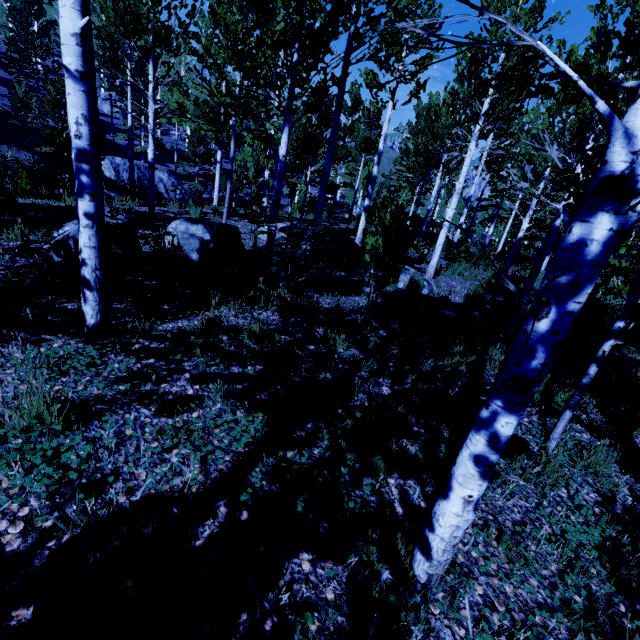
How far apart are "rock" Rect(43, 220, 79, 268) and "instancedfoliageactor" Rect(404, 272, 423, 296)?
5.76m

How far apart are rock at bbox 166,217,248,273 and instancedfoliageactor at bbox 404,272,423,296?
3.9 meters

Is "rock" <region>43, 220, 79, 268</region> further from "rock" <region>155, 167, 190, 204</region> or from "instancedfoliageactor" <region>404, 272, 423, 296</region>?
"rock" <region>155, 167, 190, 204</region>

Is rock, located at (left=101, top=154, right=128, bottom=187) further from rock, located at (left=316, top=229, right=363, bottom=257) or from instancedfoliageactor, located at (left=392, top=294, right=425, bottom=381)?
rock, located at (left=316, top=229, right=363, bottom=257)

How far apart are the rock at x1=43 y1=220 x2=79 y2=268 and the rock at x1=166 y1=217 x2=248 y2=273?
0.5 meters

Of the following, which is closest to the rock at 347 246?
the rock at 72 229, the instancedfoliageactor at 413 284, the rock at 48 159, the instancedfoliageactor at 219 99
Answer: the instancedfoliageactor at 219 99

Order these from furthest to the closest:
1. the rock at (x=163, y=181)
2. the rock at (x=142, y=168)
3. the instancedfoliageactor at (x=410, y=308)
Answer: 1. the rock at (x=163, y=181)
2. the rock at (x=142, y=168)
3. the instancedfoliageactor at (x=410, y=308)

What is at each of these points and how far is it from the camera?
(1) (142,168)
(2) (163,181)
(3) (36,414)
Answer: (1) rock, 20.5 meters
(2) rock, 21.5 meters
(3) instancedfoliageactor, 2.1 meters
